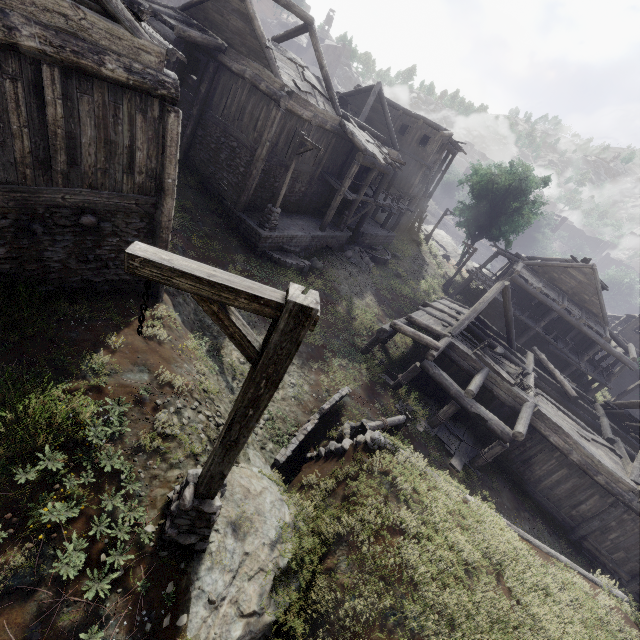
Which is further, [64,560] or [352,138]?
[352,138]

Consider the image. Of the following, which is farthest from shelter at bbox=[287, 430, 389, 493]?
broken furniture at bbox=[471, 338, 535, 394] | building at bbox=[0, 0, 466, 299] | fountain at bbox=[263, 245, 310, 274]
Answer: fountain at bbox=[263, 245, 310, 274]

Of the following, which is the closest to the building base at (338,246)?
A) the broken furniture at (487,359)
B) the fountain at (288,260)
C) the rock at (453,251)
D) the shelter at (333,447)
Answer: the fountain at (288,260)

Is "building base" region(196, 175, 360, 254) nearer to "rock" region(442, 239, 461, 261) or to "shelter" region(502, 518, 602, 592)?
"shelter" region(502, 518, 602, 592)

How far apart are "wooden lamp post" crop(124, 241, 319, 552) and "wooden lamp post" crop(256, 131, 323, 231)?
13.0 meters

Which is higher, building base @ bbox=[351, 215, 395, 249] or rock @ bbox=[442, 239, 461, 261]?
building base @ bbox=[351, 215, 395, 249]

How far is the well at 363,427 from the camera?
9.98m

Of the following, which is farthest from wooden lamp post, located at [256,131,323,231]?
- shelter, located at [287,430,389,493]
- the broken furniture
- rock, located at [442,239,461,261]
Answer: rock, located at [442,239,461,261]
